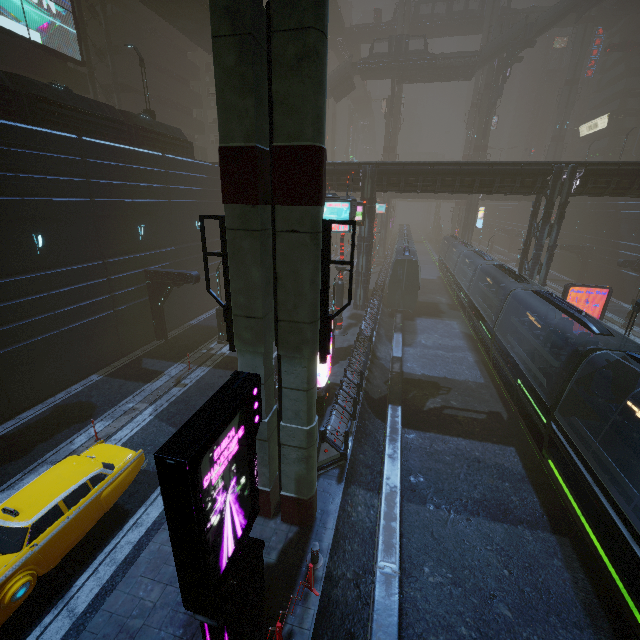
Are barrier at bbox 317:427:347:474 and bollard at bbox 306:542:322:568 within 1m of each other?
no

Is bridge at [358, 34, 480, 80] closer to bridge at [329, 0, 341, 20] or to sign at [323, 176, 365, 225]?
bridge at [329, 0, 341, 20]

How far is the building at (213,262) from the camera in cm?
2753

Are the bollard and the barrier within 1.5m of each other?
no

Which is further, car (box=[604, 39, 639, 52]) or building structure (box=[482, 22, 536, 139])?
car (box=[604, 39, 639, 52])

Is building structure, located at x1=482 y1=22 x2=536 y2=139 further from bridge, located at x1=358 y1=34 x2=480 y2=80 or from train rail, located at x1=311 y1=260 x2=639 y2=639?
train rail, located at x1=311 y1=260 x2=639 y2=639

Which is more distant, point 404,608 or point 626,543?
point 404,608

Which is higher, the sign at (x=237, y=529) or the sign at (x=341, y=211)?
the sign at (x=341, y=211)
